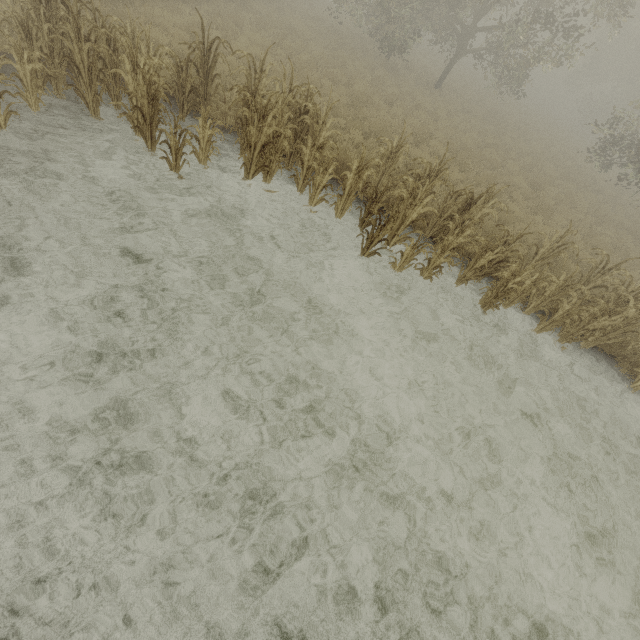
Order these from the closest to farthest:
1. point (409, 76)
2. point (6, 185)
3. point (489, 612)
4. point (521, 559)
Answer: point (489, 612) → point (521, 559) → point (6, 185) → point (409, 76)
